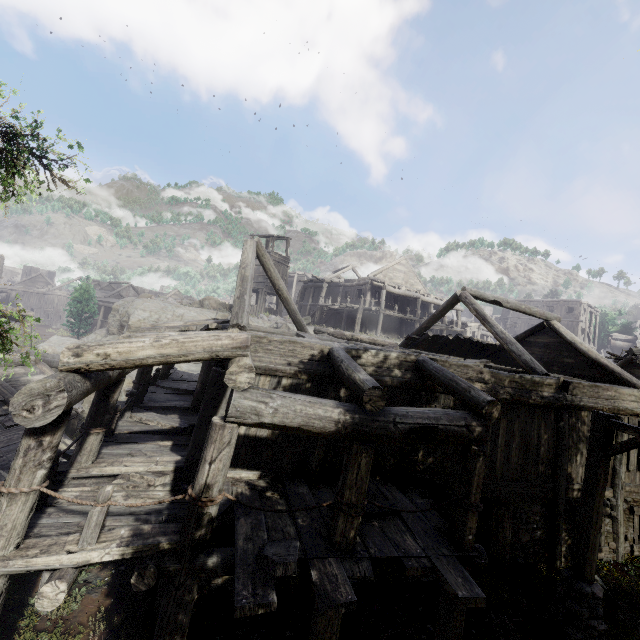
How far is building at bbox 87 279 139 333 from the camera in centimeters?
4591cm

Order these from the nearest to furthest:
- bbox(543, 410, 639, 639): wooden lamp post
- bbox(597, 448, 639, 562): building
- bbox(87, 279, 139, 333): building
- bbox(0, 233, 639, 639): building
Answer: bbox(0, 233, 639, 639): building < bbox(543, 410, 639, 639): wooden lamp post < bbox(597, 448, 639, 562): building < bbox(87, 279, 139, 333): building

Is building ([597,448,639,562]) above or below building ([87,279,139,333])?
below

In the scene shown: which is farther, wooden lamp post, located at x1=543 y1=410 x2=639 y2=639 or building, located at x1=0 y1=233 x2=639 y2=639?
wooden lamp post, located at x1=543 y1=410 x2=639 y2=639

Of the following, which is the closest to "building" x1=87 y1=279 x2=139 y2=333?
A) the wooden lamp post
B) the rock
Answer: the rock

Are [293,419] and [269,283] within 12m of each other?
no

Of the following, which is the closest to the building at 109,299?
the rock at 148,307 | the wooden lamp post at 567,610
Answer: the rock at 148,307
